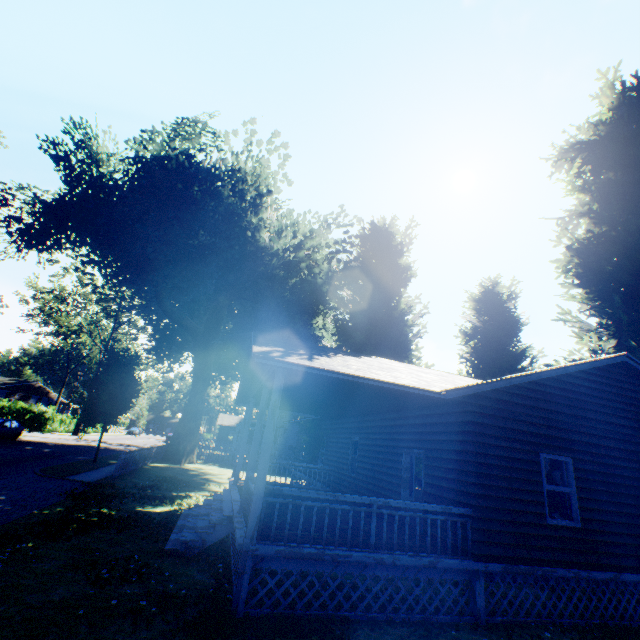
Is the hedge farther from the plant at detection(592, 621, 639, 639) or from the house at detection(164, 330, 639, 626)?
the house at detection(164, 330, 639, 626)

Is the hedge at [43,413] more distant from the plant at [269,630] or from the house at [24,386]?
the house at [24,386]

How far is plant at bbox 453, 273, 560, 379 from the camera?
22.7 meters

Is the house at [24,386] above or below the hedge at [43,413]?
above

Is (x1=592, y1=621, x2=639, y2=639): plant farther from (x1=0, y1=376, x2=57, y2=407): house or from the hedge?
(x1=0, y1=376, x2=57, y2=407): house

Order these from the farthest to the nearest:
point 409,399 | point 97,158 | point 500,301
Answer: point 500,301 < point 97,158 < point 409,399

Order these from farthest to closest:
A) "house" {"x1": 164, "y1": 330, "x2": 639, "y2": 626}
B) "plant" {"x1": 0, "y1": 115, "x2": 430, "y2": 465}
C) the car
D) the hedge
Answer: the hedge
the car
"plant" {"x1": 0, "y1": 115, "x2": 430, "y2": 465}
"house" {"x1": 164, "y1": 330, "x2": 639, "y2": 626}

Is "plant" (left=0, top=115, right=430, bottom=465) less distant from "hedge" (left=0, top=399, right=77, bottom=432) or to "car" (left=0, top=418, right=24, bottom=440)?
"hedge" (left=0, top=399, right=77, bottom=432)
